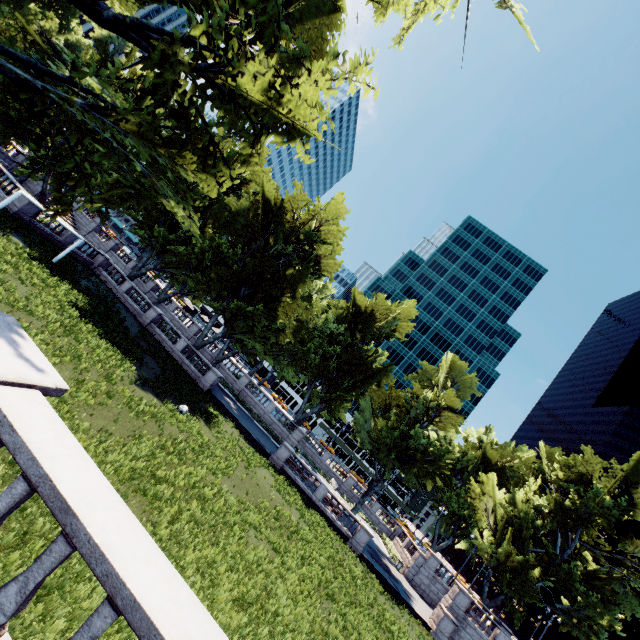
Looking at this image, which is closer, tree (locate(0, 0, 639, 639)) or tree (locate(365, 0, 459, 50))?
tree (locate(0, 0, 639, 639))

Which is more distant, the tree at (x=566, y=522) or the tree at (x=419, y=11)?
the tree at (x=419, y=11)

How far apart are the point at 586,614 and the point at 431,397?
29.48m
